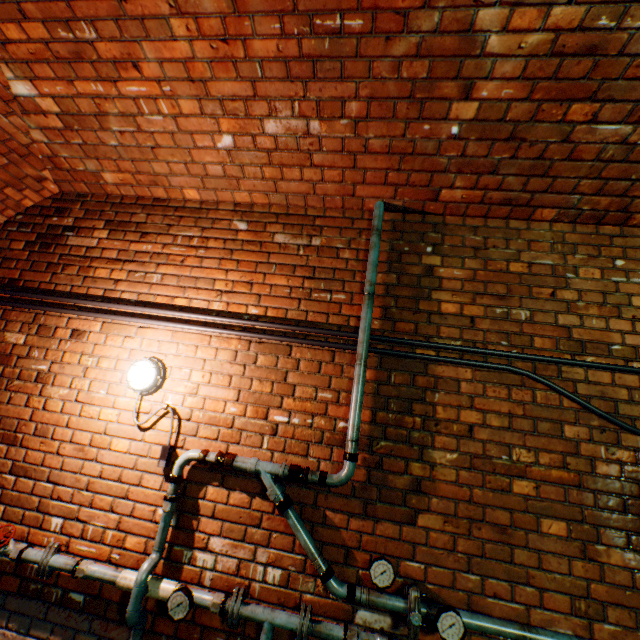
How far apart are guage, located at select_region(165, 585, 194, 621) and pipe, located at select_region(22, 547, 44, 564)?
0.98m

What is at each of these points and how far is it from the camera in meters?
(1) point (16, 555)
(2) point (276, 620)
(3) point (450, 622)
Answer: (1) valve, 2.0
(2) pipe, 1.8
(3) guage, 1.6

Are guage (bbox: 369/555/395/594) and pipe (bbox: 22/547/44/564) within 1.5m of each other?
no

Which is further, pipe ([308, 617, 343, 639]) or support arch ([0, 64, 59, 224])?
support arch ([0, 64, 59, 224])

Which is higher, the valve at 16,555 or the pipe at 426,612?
the pipe at 426,612

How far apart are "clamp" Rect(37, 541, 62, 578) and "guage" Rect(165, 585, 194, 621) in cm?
90

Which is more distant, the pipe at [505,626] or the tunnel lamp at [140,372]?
the tunnel lamp at [140,372]

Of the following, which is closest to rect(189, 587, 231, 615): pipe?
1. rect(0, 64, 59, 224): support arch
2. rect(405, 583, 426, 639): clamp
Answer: rect(405, 583, 426, 639): clamp
